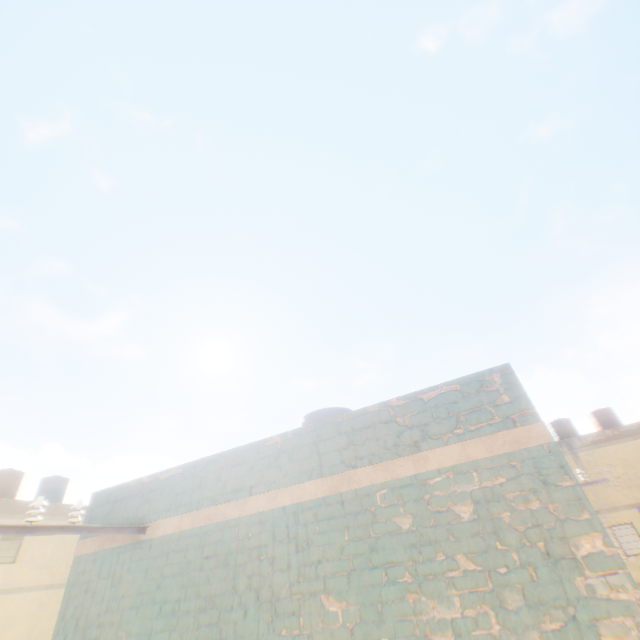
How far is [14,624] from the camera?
15.9 meters
